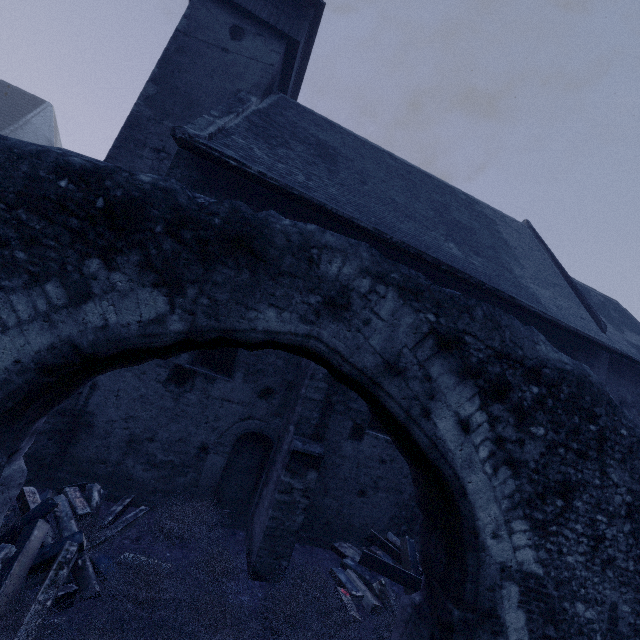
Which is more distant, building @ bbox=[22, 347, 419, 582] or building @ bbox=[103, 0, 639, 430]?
building @ bbox=[103, 0, 639, 430]

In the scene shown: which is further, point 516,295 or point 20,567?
point 516,295

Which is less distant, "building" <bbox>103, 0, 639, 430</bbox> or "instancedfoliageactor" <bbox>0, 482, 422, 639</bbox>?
"instancedfoliageactor" <bbox>0, 482, 422, 639</bbox>

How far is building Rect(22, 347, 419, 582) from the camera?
5.68m

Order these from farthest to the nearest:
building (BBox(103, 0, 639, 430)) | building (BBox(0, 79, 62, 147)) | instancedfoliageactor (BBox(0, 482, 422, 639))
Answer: building (BBox(0, 79, 62, 147))
building (BBox(103, 0, 639, 430))
instancedfoliageactor (BBox(0, 482, 422, 639))

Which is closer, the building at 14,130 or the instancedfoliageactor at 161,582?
the instancedfoliageactor at 161,582

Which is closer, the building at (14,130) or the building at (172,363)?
the building at (172,363)
